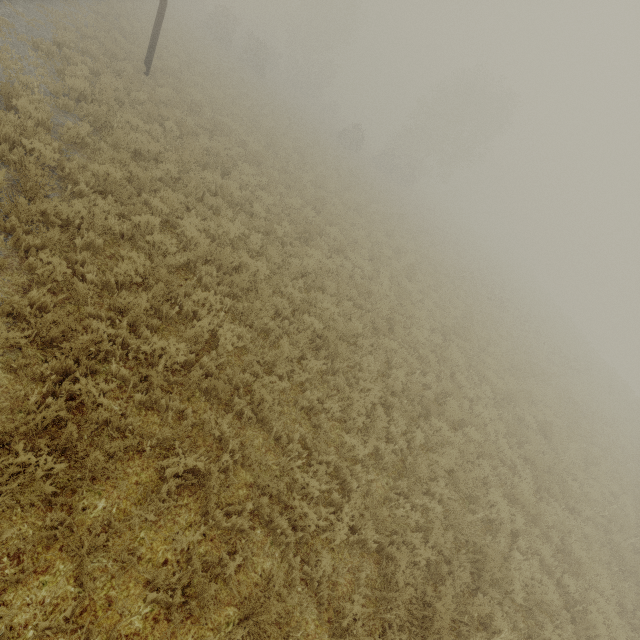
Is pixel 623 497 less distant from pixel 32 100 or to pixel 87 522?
pixel 87 522
